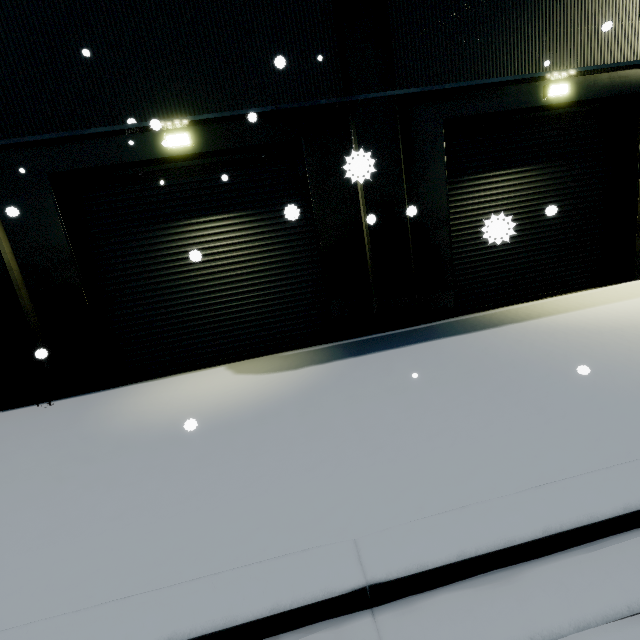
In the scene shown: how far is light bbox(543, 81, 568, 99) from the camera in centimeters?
690cm

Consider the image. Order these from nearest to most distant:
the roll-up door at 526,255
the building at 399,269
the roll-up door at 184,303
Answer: the building at 399,269 → the roll-up door at 184,303 → the roll-up door at 526,255

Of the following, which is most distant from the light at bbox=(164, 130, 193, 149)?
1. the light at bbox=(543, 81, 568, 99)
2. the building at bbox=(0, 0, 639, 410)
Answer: the light at bbox=(543, 81, 568, 99)

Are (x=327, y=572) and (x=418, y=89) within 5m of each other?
no

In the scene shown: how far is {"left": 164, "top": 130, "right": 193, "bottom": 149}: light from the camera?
6.1m

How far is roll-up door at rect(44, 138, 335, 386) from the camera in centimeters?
660cm

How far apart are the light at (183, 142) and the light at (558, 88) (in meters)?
7.59

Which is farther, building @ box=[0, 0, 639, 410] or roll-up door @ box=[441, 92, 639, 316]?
roll-up door @ box=[441, 92, 639, 316]
